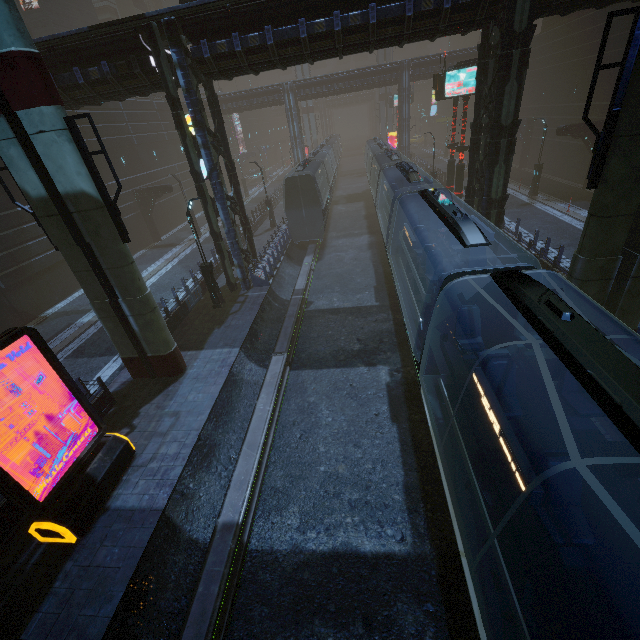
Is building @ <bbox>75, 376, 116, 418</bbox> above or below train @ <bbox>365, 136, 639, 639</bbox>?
below

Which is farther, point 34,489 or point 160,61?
point 160,61

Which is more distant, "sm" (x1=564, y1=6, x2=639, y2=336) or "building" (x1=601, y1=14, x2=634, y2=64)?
"building" (x1=601, y1=14, x2=634, y2=64)

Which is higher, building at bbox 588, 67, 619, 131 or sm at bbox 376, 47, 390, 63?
sm at bbox 376, 47, 390, 63

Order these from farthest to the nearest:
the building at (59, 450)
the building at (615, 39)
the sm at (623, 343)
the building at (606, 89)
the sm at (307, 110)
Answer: the sm at (307, 110) → the building at (606, 89) → the building at (615, 39) → the sm at (623, 343) → the building at (59, 450)

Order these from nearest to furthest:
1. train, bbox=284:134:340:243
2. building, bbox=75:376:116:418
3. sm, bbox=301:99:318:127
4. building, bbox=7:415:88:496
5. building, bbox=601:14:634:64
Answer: building, bbox=7:415:88:496 < building, bbox=75:376:116:418 < building, bbox=601:14:634:64 < train, bbox=284:134:340:243 < sm, bbox=301:99:318:127

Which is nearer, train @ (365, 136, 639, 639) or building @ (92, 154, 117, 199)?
train @ (365, 136, 639, 639)

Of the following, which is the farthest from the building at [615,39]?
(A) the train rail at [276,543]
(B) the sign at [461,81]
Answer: (B) the sign at [461,81]
